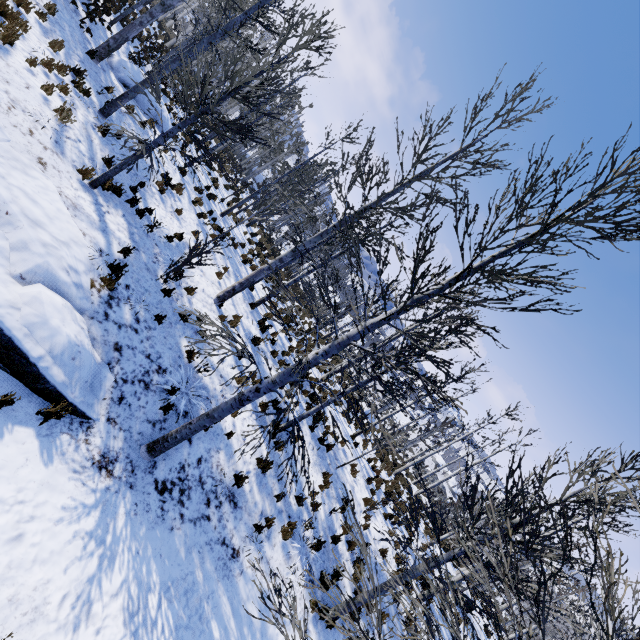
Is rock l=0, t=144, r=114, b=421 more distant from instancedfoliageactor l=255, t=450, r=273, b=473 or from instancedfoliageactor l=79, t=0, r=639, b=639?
instancedfoliageactor l=79, t=0, r=639, b=639

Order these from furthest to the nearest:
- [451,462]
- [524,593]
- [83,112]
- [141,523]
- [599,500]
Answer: [451,462], [83,112], [524,593], [141,523], [599,500]

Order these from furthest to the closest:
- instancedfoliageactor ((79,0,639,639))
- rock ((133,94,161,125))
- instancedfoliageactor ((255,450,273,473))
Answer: rock ((133,94,161,125))
instancedfoliageactor ((255,450,273,473))
instancedfoliageactor ((79,0,639,639))

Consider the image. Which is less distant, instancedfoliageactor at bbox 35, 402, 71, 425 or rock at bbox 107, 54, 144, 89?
instancedfoliageactor at bbox 35, 402, 71, 425

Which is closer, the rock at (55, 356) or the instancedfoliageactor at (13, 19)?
the rock at (55, 356)

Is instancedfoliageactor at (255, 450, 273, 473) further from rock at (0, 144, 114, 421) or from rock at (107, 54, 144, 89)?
rock at (107, 54, 144, 89)

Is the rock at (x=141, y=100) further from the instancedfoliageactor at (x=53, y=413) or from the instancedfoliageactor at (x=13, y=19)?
the instancedfoliageactor at (x=53, y=413)

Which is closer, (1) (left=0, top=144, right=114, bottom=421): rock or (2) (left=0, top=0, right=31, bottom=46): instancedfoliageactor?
(1) (left=0, top=144, right=114, bottom=421): rock
